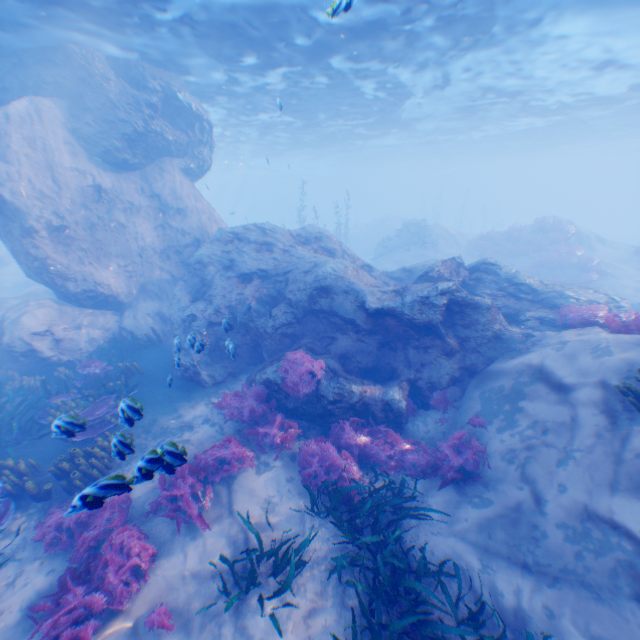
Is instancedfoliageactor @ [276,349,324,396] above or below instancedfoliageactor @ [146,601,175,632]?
above

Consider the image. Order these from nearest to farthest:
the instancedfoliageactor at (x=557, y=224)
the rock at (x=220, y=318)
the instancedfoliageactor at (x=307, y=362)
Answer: the instancedfoliageactor at (x=307, y=362) < the rock at (x=220, y=318) < the instancedfoliageactor at (x=557, y=224)

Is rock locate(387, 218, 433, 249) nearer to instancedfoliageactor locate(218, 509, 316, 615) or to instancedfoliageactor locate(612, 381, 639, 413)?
instancedfoliageactor locate(218, 509, 316, 615)

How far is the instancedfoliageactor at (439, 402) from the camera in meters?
8.8 m

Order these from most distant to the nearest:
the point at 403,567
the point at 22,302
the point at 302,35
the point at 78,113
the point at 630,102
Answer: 1. the point at 630,102
2. the point at 78,113
3. the point at 302,35
4. the point at 22,302
5. the point at 403,567

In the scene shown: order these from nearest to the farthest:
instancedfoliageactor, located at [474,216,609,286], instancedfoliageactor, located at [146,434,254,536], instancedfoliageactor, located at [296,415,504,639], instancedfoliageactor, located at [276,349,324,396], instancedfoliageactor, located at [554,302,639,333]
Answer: instancedfoliageactor, located at [296,415,504,639]
instancedfoliageactor, located at [146,434,254,536]
instancedfoliageactor, located at [554,302,639,333]
instancedfoliageactor, located at [276,349,324,396]
instancedfoliageactor, located at [474,216,609,286]

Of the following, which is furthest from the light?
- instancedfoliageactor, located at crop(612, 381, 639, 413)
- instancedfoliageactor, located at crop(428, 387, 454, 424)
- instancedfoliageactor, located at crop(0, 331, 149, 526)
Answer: instancedfoliageactor, located at crop(428, 387, 454, 424)

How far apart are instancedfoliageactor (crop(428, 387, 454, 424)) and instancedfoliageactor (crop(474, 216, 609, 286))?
21.0m
